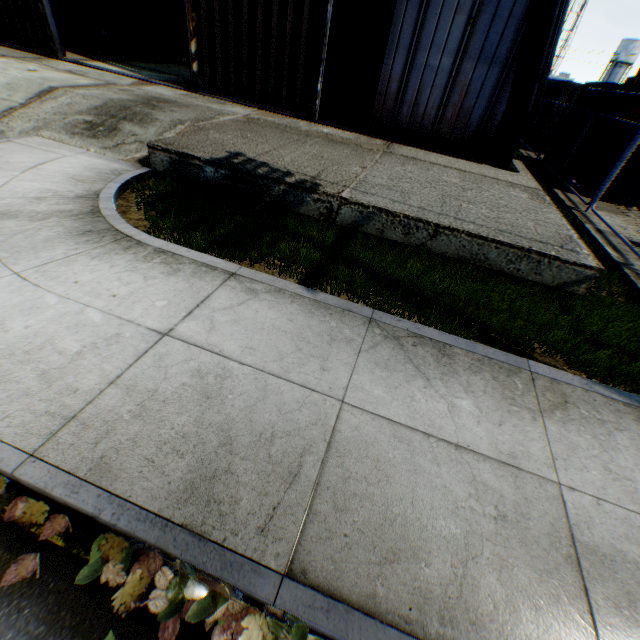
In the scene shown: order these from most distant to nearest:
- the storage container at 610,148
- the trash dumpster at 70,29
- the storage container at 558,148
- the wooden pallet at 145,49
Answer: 1. the wooden pallet at 145,49
2. the trash dumpster at 70,29
3. the storage container at 558,148
4. the storage container at 610,148

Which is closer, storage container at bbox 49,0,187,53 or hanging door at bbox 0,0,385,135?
hanging door at bbox 0,0,385,135

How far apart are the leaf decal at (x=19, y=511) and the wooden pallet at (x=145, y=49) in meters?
23.9

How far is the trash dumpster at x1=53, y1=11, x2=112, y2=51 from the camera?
15.2 meters

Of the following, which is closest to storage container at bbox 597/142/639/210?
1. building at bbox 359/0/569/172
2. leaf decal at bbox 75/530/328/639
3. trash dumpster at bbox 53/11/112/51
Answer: building at bbox 359/0/569/172

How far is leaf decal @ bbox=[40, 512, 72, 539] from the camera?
2.0 meters

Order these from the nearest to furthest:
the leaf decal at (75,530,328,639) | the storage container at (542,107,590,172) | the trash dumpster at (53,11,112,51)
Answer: the leaf decal at (75,530,328,639) → the storage container at (542,107,590,172) → the trash dumpster at (53,11,112,51)

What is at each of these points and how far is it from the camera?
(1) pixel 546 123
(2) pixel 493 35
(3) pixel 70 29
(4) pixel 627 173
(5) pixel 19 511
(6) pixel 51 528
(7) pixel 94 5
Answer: (1) storage container, 15.8m
(2) building, 8.3m
(3) trash dumpster, 15.4m
(4) storage container, 10.1m
(5) leaf decal, 2.1m
(6) leaf decal, 2.0m
(7) storage container, 16.8m
